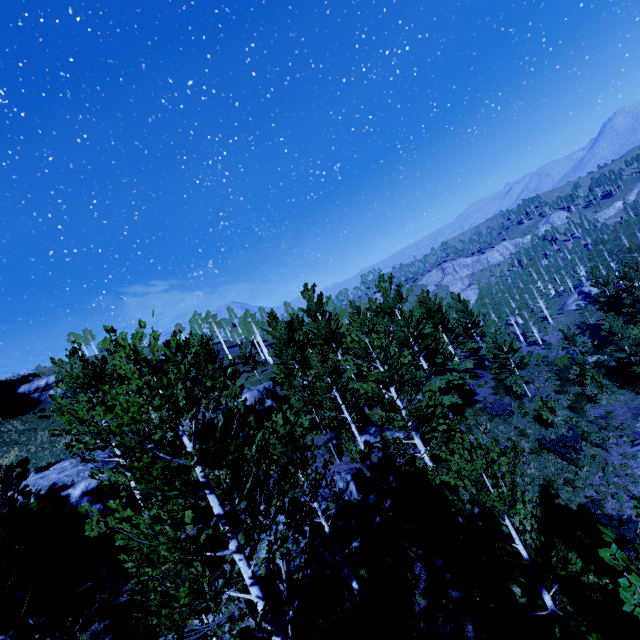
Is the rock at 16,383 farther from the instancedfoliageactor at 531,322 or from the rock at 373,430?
the rock at 373,430

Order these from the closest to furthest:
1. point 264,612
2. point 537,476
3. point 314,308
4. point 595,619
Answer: point 264,612, point 595,619, point 537,476, point 314,308

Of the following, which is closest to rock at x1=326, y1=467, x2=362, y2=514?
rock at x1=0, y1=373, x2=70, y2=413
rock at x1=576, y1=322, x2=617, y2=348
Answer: rock at x1=0, y1=373, x2=70, y2=413

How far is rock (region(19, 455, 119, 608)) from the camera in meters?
11.5 m

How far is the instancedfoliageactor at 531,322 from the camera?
55.7m

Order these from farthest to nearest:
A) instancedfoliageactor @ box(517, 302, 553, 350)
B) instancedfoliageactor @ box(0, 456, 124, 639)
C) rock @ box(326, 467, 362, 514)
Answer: instancedfoliageactor @ box(517, 302, 553, 350) → rock @ box(326, 467, 362, 514) → instancedfoliageactor @ box(0, 456, 124, 639)

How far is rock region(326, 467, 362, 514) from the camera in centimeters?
1594cm

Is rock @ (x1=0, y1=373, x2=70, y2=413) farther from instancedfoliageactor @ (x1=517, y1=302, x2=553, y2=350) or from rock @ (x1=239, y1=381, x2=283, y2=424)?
rock @ (x1=239, y1=381, x2=283, y2=424)
